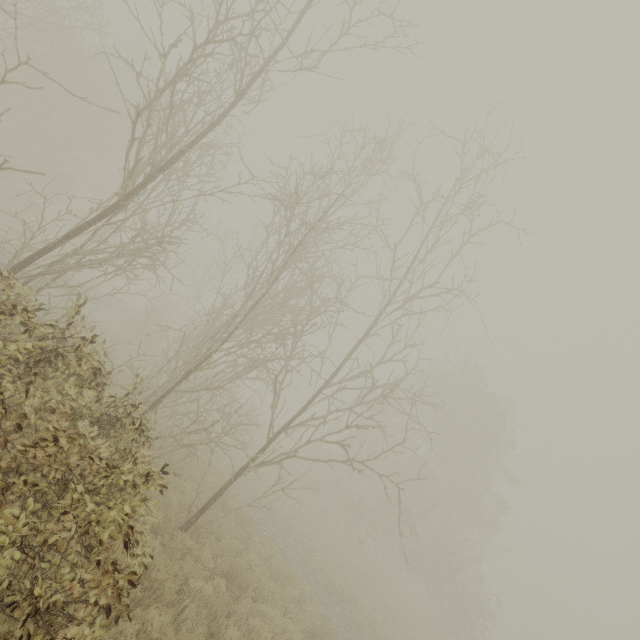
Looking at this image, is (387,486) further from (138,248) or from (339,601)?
(138,248)
